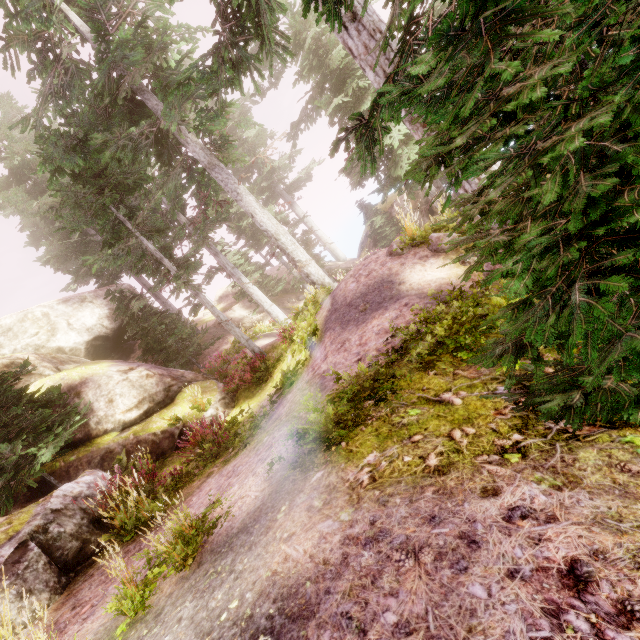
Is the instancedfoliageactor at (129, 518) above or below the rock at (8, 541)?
below

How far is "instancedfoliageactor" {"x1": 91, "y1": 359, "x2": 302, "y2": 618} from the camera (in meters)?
3.00

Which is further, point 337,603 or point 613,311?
point 337,603

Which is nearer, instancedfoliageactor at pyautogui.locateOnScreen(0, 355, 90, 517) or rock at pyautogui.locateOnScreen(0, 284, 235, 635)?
rock at pyautogui.locateOnScreen(0, 284, 235, 635)

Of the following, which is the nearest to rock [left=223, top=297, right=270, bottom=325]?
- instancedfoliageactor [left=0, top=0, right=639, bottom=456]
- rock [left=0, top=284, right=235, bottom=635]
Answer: instancedfoliageactor [left=0, top=0, right=639, bottom=456]

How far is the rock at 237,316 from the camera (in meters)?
23.27

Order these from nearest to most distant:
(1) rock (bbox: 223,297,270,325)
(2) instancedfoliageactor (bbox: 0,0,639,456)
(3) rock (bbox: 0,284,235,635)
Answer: (2) instancedfoliageactor (bbox: 0,0,639,456) → (3) rock (bbox: 0,284,235,635) → (1) rock (bbox: 223,297,270,325)
